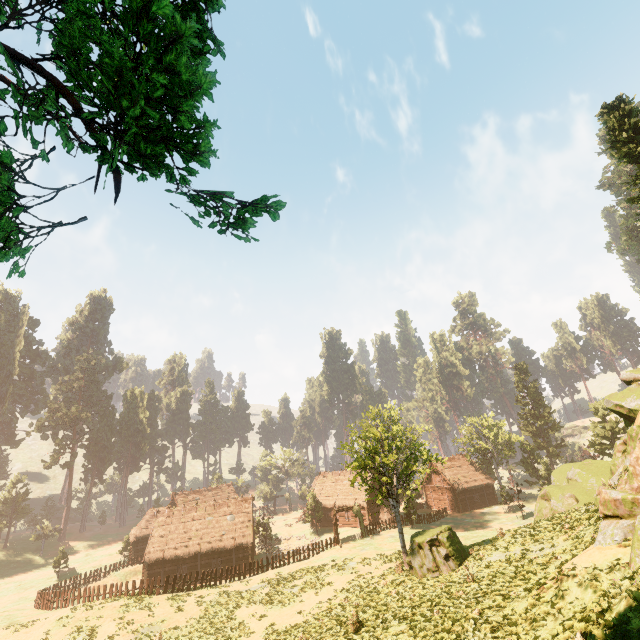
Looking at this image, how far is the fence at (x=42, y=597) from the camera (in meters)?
26.98

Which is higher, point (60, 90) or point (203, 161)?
point (60, 90)

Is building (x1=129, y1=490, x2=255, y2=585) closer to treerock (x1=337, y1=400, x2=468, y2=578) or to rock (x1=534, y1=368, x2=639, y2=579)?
treerock (x1=337, y1=400, x2=468, y2=578)

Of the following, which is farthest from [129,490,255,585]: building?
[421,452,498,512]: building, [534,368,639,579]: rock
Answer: [534,368,639,579]: rock

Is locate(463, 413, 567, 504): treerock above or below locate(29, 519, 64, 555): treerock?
above

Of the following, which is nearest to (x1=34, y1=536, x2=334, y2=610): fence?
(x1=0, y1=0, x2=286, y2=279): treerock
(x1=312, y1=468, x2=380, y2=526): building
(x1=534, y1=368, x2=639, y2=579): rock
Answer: (x1=312, y1=468, x2=380, y2=526): building

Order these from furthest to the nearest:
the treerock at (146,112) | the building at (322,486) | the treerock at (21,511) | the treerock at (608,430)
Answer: the treerock at (21,511)
the building at (322,486)
the treerock at (608,430)
the treerock at (146,112)

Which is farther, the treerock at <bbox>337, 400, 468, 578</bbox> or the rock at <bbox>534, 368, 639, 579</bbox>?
the treerock at <bbox>337, 400, 468, 578</bbox>
